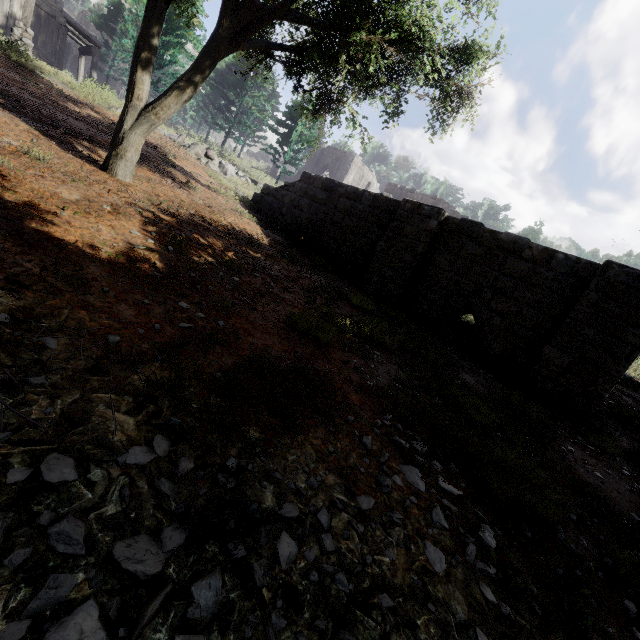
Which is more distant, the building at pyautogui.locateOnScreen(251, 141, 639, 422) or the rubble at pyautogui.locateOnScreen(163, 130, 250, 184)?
the rubble at pyautogui.locateOnScreen(163, 130, 250, 184)

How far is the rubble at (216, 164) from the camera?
15.6 meters

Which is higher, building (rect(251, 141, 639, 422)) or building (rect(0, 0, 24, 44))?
building (rect(0, 0, 24, 44))

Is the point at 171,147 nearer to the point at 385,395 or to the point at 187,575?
the point at 385,395

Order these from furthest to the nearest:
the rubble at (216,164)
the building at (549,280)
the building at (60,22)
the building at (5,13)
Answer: the building at (60,22)
the building at (5,13)
the rubble at (216,164)
the building at (549,280)

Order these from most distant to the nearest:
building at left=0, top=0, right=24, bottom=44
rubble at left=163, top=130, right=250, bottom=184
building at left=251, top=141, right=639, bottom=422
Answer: building at left=0, top=0, right=24, bottom=44 < rubble at left=163, top=130, right=250, bottom=184 < building at left=251, top=141, right=639, bottom=422

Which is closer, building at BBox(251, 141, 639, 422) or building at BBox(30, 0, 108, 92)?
building at BBox(251, 141, 639, 422)
